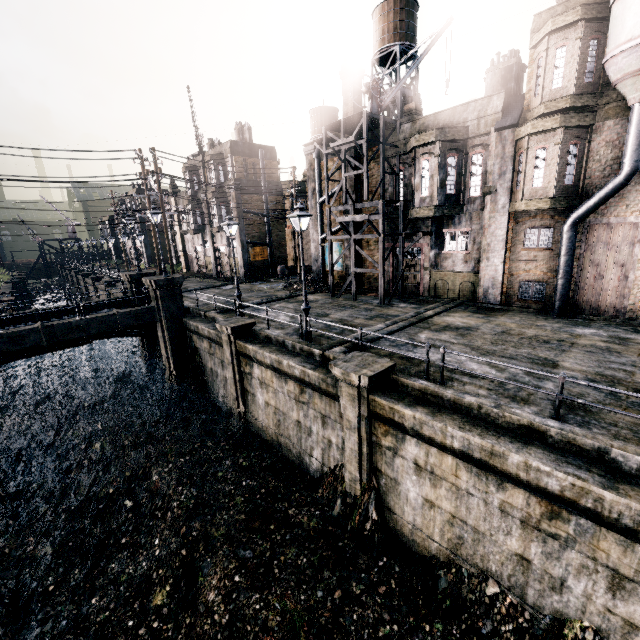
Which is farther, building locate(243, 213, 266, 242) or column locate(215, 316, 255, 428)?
building locate(243, 213, 266, 242)

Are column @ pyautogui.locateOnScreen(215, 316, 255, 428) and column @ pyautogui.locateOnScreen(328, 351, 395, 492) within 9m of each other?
yes

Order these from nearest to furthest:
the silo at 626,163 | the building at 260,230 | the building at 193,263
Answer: the silo at 626,163 → the building at 260,230 → the building at 193,263

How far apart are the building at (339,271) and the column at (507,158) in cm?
1081

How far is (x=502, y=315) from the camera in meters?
17.0 m

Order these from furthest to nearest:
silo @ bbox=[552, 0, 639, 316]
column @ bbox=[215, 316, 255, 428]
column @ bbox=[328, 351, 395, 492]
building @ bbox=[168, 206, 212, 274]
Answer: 1. building @ bbox=[168, 206, 212, 274]
2. column @ bbox=[215, 316, 255, 428]
3. silo @ bbox=[552, 0, 639, 316]
4. column @ bbox=[328, 351, 395, 492]

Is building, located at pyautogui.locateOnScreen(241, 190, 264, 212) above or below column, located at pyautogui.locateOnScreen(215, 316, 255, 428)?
above

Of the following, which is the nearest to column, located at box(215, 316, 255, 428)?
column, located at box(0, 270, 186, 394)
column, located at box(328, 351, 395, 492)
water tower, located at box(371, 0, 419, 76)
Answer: column, located at box(0, 270, 186, 394)
